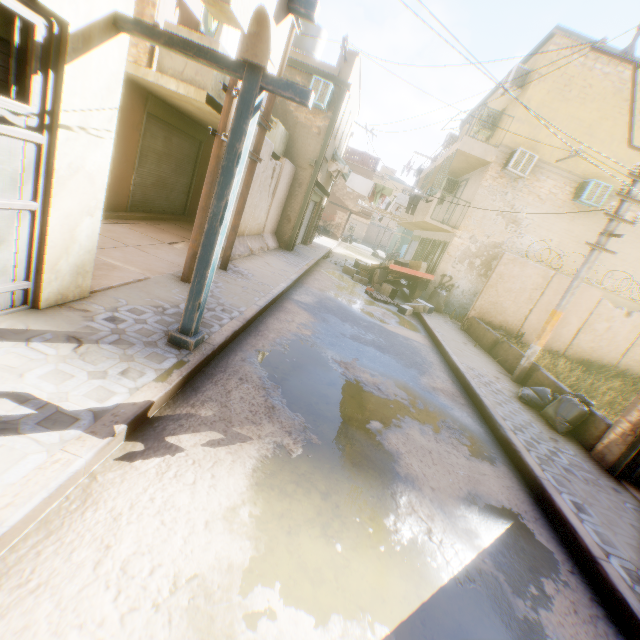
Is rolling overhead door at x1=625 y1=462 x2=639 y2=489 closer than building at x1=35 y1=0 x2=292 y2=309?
No

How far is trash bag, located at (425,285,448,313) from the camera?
14.22m

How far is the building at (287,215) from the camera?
13.1 meters

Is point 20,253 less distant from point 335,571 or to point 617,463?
point 335,571

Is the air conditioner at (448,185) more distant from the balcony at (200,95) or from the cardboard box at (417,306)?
the balcony at (200,95)

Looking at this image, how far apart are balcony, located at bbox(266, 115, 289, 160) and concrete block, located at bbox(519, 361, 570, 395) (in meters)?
2.13

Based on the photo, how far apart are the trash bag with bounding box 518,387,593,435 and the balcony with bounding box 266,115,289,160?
1.5 meters

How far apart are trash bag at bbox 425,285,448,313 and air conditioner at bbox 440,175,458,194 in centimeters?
592cm
